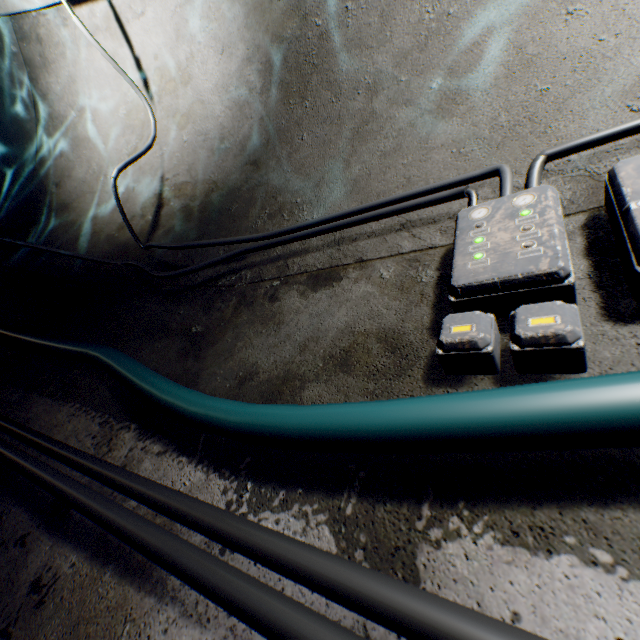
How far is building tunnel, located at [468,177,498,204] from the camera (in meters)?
1.23

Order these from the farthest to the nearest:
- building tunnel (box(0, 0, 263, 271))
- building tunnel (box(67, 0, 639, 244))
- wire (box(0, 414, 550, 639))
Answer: building tunnel (box(0, 0, 263, 271)) < building tunnel (box(67, 0, 639, 244)) < wire (box(0, 414, 550, 639))

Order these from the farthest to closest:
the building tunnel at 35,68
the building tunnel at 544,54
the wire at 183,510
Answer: the building tunnel at 35,68
the building tunnel at 544,54
the wire at 183,510

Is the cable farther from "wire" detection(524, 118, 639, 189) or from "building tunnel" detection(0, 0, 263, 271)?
"wire" detection(524, 118, 639, 189)

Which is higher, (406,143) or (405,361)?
(406,143)

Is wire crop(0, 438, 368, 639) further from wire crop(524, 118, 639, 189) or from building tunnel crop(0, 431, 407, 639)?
wire crop(524, 118, 639, 189)

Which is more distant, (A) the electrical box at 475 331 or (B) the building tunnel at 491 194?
(B) the building tunnel at 491 194

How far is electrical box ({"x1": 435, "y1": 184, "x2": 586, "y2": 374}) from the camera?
0.7m
